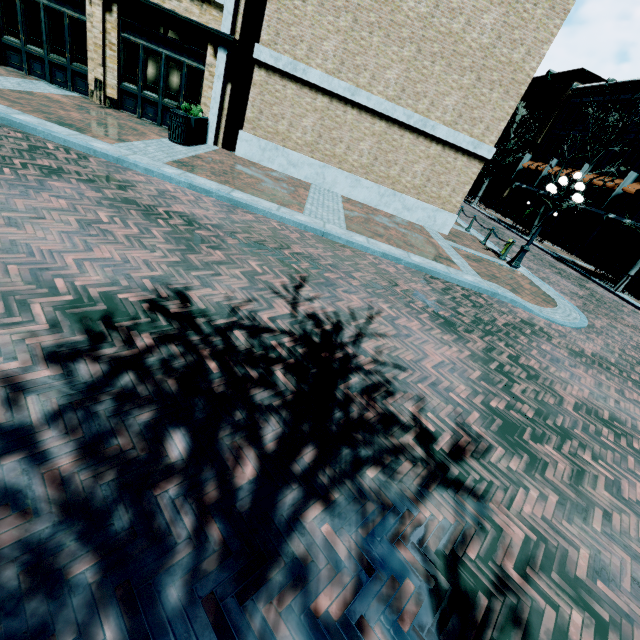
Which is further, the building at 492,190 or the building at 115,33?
the building at 492,190

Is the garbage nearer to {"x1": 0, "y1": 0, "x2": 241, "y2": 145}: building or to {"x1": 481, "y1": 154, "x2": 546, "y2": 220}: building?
{"x1": 0, "y1": 0, "x2": 241, "y2": 145}: building

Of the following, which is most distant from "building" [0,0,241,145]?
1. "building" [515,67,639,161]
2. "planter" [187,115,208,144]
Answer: "building" [515,67,639,161]

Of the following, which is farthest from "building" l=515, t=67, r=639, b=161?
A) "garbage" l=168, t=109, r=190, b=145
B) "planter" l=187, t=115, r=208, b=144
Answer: "planter" l=187, t=115, r=208, b=144

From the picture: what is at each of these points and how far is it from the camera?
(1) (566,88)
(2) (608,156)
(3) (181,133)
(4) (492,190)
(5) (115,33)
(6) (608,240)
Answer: (1) building, 34.9m
(2) building, 27.8m
(3) garbage, 10.3m
(4) building, 42.7m
(5) building, 10.7m
(6) building, 25.5m

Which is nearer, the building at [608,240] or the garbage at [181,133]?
the garbage at [181,133]

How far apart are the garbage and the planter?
0.05m
